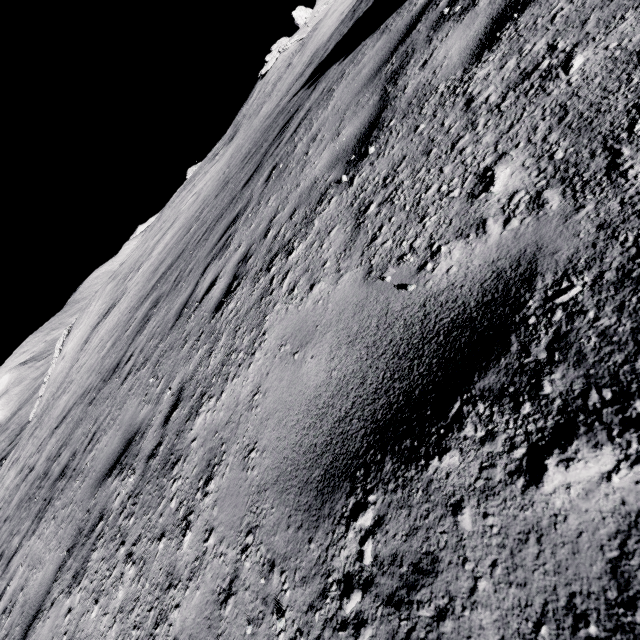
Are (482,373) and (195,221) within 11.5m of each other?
no
